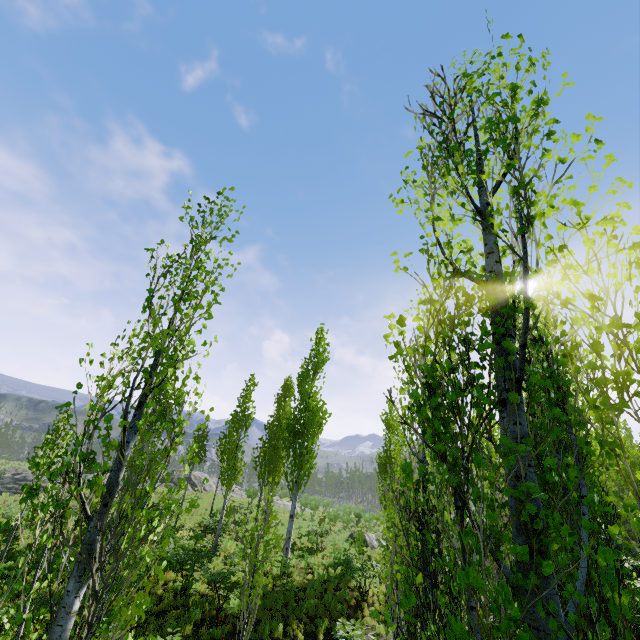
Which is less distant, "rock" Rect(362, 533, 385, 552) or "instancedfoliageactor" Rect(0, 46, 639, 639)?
"instancedfoliageactor" Rect(0, 46, 639, 639)

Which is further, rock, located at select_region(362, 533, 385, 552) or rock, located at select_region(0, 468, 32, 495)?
rock, located at select_region(0, 468, 32, 495)

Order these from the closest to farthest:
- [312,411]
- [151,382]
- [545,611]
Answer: [545,611] < [151,382] < [312,411]

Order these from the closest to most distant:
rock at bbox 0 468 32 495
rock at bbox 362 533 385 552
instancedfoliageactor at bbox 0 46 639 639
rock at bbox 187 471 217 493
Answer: instancedfoliageactor at bbox 0 46 639 639 < rock at bbox 362 533 385 552 < rock at bbox 0 468 32 495 < rock at bbox 187 471 217 493

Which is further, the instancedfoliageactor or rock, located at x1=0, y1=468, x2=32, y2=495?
rock, located at x1=0, y1=468, x2=32, y2=495

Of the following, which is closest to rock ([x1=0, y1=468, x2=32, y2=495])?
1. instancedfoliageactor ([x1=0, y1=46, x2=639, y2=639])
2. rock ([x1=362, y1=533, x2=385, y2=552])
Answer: instancedfoliageactor ([x1=0, y1=46, x2=639, y2=639])

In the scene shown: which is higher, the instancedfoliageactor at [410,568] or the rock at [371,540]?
the instancedfoliageactor at [410,568]

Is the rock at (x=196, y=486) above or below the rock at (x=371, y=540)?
above
